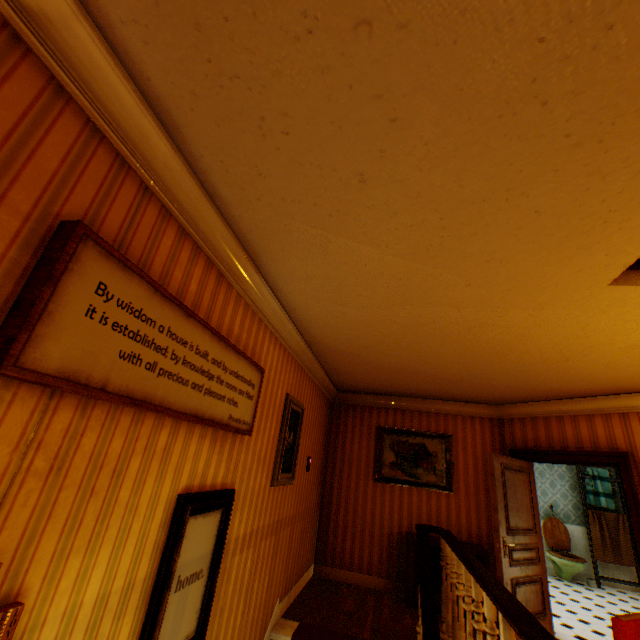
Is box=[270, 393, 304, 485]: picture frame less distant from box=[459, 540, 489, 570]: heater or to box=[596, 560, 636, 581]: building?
box=[596, 560, 636, 581]: building

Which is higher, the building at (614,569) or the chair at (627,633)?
the chair at (627,633)

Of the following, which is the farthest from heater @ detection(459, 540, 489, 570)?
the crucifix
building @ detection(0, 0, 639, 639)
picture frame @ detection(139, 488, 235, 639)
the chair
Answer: the crucifix

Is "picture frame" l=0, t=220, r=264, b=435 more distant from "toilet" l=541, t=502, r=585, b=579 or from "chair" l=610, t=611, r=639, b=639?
"toilet" l=541, t=502, r=585, b=579

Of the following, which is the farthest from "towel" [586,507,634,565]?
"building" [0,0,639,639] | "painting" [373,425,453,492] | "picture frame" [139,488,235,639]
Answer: "picture frame" [139,488,235,639]

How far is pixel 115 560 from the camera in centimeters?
153cm

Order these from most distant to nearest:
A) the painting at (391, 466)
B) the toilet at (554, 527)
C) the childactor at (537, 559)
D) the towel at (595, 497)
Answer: the towel at (595, 497), the toilet at (554, 527), the painting at (391, 466), the childactor at (537, 559)

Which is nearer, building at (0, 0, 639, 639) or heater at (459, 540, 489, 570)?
building at (0, 0, 639, 639)
